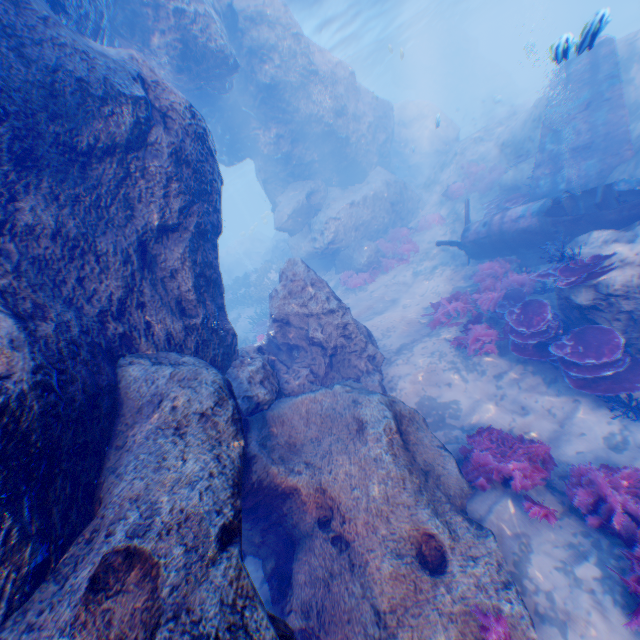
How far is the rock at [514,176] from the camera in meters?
12.6

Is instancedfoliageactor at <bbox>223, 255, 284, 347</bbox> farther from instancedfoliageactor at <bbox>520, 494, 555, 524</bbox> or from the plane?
instancedfoliageactor at <bbox>520, 494, 555, 524</bbox>

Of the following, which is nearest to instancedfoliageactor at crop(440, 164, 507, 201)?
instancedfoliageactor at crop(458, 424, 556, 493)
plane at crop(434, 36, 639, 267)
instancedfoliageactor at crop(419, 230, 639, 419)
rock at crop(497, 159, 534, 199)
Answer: rock at crop(497, 159, 534, 199)

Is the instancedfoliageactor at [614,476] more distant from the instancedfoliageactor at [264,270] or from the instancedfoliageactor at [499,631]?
the instancedfoliageactor at [264,270]

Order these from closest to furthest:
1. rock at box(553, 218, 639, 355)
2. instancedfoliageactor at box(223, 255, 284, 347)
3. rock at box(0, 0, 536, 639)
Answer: rock at box(0, 0, 536, 639), rock at box(553, 218, 639, 355), instancedfoliageactor at box(223, 255, 284, 347)

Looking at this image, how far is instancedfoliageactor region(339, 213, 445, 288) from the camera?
15.6m

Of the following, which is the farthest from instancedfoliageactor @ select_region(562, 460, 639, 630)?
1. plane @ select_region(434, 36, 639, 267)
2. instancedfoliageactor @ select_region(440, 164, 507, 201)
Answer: instancedfoliageactor @ select_region(440, 164, 507, 201)

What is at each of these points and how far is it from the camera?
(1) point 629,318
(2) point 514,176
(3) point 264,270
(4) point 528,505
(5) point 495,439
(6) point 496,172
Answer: (1) rock, 6.5 meters
(2) rock, 13.3 meters
(3) instancedfoliageactor, 23.2 meters
(4) instancedfoliageactor, 5.1 meters
(5) instancedfoliageactor, 6.6 meters
(6) instancedfoliageactor, 15.7 meters
